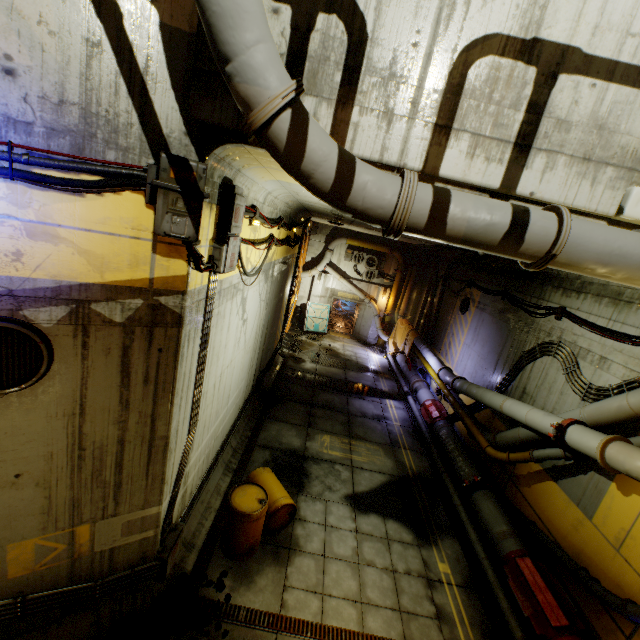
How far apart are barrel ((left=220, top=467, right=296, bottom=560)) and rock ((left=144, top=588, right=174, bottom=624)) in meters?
0.7 m

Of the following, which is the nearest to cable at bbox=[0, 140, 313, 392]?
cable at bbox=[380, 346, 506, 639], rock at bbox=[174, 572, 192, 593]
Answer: rock at bbox=[174, 572, 192, 593]

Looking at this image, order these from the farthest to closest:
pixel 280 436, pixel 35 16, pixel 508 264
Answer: pixel 508 264 < pixel 280 436 < pixel 35 16

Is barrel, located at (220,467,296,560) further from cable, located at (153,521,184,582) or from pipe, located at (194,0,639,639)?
pipe, located at (194,0,639,639)

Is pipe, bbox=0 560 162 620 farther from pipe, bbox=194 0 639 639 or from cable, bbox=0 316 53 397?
pipe, bbox=194 0 639 639

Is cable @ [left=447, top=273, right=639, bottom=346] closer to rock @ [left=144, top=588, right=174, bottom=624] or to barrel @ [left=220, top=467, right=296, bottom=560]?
barrel @ [left=220, top=467, right=296, bottom=560]

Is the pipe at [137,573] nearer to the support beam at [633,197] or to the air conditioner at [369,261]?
the support beam at [633,197]

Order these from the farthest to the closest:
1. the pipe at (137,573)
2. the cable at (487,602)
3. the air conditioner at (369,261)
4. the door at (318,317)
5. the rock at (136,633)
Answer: the door at (318,317) → the air conditioner at (369,261) → the cable at (487,602) → the rock at (136,633) → the pipe at (137,573)
